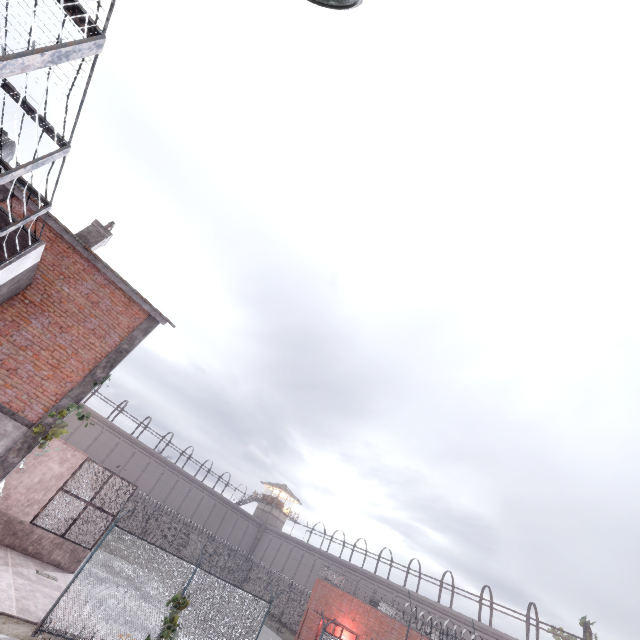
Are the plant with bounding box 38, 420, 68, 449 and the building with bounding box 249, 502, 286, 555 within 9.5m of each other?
no

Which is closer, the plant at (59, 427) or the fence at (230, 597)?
the plant at (59, 427)

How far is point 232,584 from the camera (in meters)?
12.85

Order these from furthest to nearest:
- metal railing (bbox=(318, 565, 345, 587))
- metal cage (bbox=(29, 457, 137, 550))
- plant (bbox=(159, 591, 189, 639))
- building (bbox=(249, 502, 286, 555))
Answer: building (bbox=(249, 502, 286, 555)) < metal railing (bbox=(318, 565, 345, 587)) < metal cage (bbox=(29, 457, 137, 550)) < plant (bbox=(159, 591, 189, 639))

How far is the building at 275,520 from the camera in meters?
52.2 m

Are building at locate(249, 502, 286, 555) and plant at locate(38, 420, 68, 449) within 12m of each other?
no

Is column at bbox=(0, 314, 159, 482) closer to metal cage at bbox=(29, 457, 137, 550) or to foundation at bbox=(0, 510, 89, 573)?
foundation at bbox=(0, 510, 89, 573)

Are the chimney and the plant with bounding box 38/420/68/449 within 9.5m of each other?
yes
